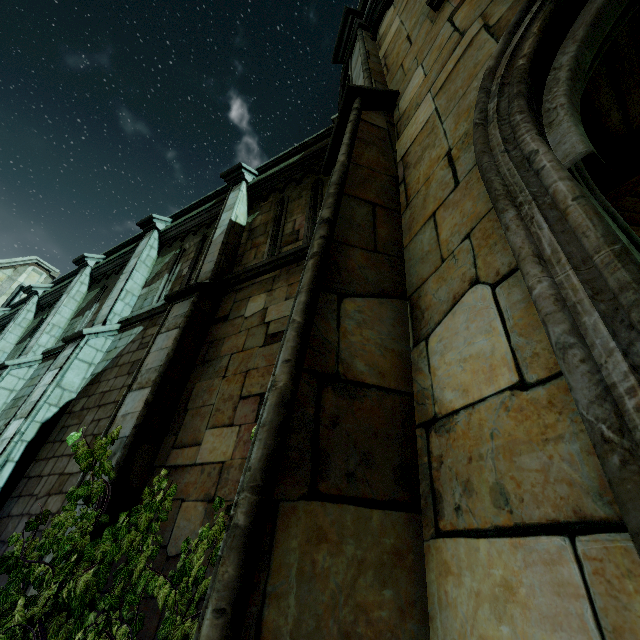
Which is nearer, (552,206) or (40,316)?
(552,206)

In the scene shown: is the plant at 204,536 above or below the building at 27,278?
below

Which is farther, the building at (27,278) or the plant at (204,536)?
the building at (27,278)

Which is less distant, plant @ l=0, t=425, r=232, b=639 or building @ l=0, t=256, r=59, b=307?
plant @ l=0, t=425, r=232, b=639

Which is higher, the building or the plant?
the building
